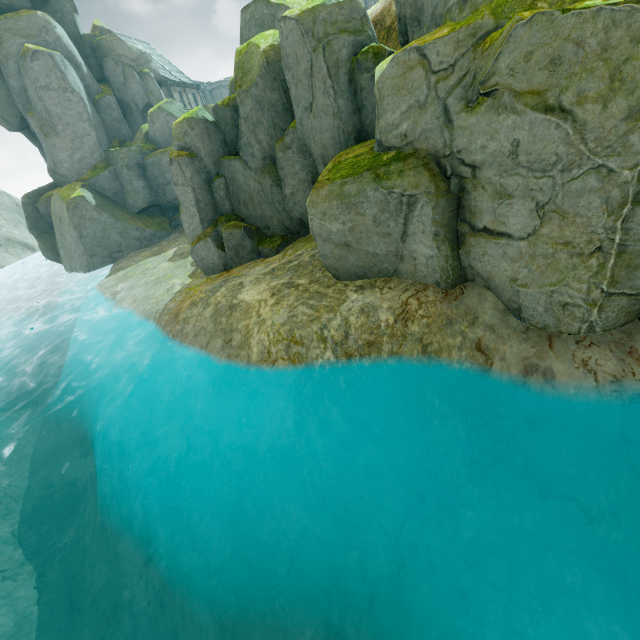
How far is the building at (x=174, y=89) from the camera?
37.78m

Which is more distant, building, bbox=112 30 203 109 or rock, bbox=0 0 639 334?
building, bbox=112 30 203 109

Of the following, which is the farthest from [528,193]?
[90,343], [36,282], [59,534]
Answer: [36,282]

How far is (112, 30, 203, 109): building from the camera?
37.8 meters

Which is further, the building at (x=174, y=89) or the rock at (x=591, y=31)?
the building at (x=174, y=89)
